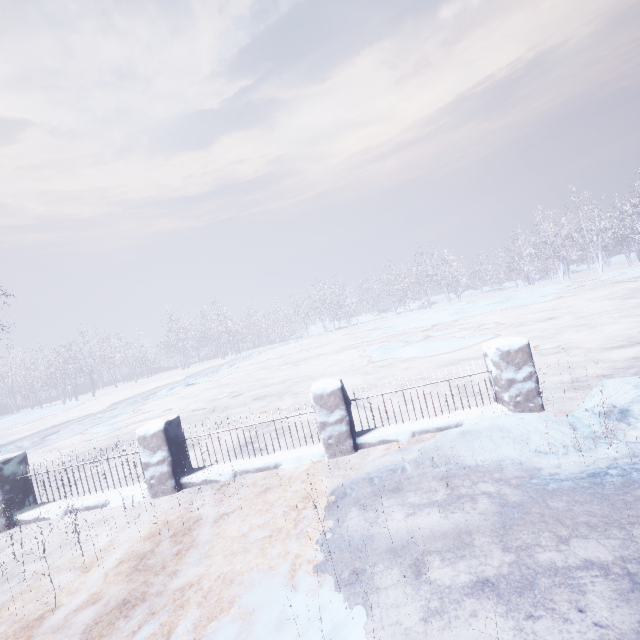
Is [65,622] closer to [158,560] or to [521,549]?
[158,560]
